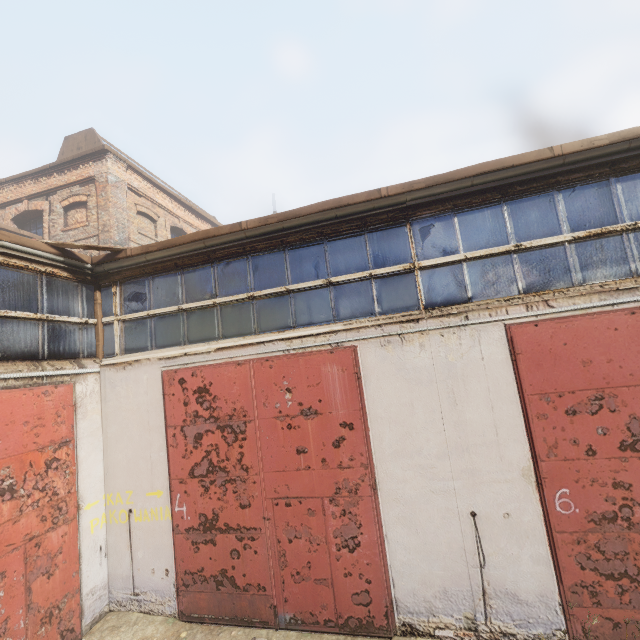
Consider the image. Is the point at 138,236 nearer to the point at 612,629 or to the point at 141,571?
the point at 141,571
